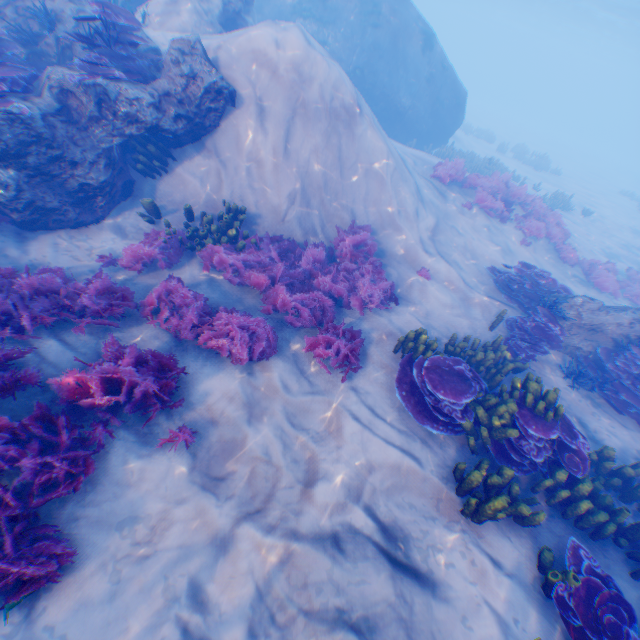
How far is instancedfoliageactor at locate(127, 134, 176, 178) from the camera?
7.26m

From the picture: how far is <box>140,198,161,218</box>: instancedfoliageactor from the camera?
7.11m

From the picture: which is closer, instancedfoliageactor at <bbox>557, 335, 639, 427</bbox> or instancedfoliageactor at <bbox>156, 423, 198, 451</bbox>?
instancedfoliageactor at <bbox>156, 423, 198, 451</bbox>

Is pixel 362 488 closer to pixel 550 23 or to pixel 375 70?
pixel 375 70

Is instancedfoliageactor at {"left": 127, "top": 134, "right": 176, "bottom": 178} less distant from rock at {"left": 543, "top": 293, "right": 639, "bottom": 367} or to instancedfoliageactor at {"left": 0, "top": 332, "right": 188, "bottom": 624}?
instancedfoliageactor at {"left": 0, "top": 332, "right": 188, "bottom": 624}

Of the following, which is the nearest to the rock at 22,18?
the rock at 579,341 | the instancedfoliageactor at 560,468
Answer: the instancedfoliageactor at 560,468

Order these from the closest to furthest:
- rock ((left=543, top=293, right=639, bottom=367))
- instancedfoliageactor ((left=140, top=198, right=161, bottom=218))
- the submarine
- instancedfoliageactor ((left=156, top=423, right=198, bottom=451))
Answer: instancedfoliageactor ((left=156, top=423, right=198, bottom=451)) → instancedfoliageactor ((left=140, top=198, right=161, bottom=218)) → rock ((left=543, top=293, right=639, bottom=367)) → the submarine

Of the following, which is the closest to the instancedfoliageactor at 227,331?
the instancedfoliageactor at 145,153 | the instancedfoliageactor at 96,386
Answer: the instancedfoliageactor at 96,386
